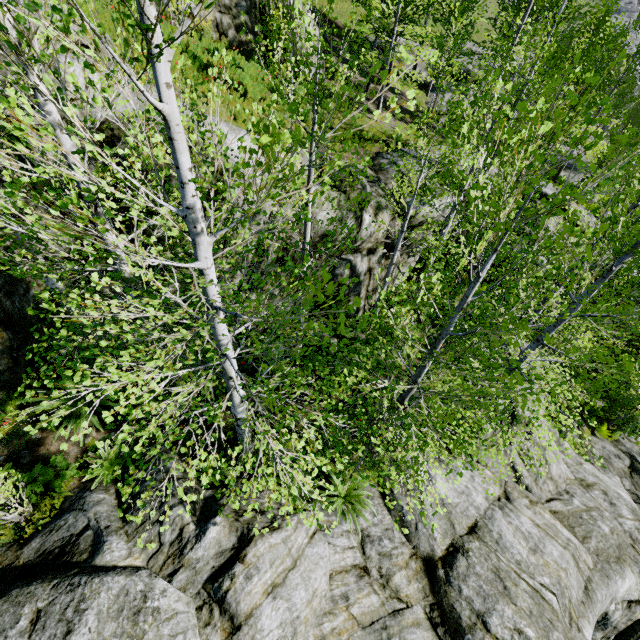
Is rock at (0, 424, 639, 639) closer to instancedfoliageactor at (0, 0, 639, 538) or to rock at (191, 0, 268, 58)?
instancedfoliageactor at (0, 0, 639, 538)

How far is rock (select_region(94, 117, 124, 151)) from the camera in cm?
592

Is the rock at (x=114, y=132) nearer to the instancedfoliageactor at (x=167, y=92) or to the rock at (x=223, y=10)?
the instancedfoliageactor at (x=167, y=92)

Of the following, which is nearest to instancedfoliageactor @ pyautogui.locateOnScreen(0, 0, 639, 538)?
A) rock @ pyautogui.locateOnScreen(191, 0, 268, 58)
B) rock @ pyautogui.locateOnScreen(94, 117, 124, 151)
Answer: rock @ pyautogui.locateOnScreen(94, 117, 124, 151)

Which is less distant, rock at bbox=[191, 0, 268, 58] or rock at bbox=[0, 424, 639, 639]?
rock at bbox=[0, 424, 639, 639]

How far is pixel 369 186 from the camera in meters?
9.9 m
